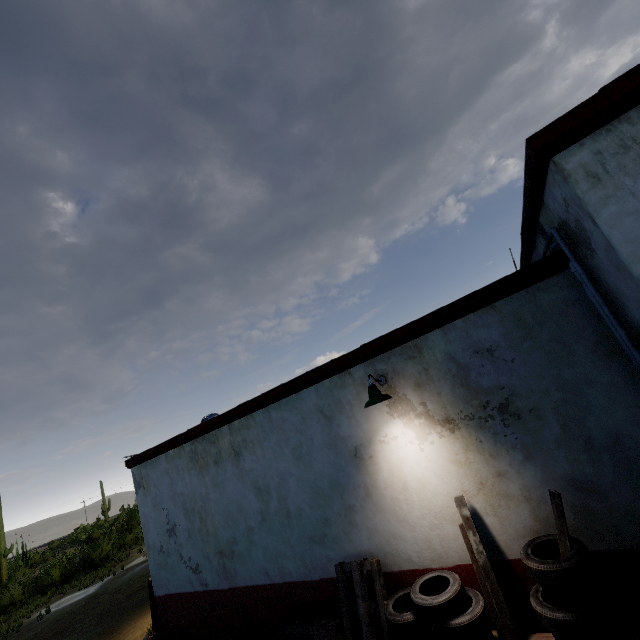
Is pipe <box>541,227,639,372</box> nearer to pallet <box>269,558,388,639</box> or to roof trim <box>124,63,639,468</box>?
roof trim <box>124,63,639,468</box>

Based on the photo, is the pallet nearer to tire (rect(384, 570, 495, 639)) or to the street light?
tire (rect(384, 570, 495, 639))

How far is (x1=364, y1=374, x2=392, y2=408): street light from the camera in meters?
4.6 m

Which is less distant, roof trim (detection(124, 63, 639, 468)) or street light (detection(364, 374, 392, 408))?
roof trim (detection(124, 63, 639, 468))

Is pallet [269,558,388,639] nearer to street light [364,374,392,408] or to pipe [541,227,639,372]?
street light [364,374,392,408]

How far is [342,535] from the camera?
5.5m

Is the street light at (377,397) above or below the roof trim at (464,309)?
below

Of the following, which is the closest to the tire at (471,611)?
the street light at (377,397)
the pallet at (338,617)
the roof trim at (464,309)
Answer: the pallet at (338,617)
